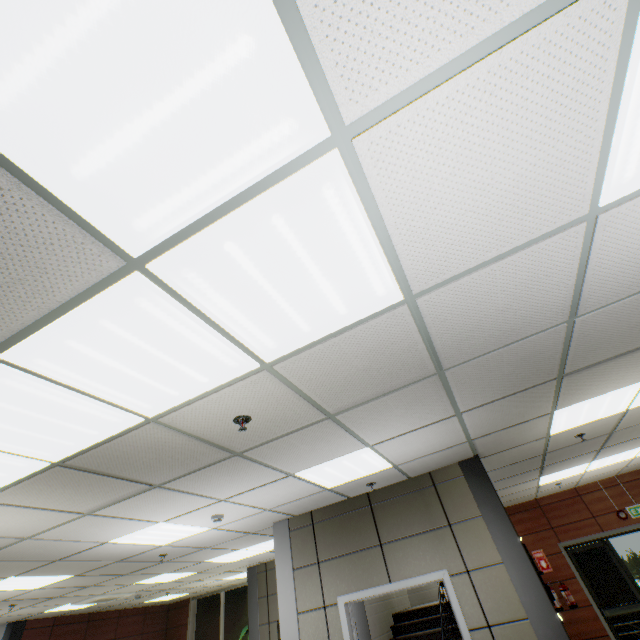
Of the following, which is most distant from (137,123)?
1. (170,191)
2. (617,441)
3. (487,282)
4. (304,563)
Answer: (617,441)

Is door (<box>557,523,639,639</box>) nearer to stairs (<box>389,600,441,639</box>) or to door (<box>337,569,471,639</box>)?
stairs (<box>389,600,441,639</box>)

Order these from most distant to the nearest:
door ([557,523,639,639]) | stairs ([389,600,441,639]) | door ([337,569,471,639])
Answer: door ([557,523,639,639]), stairs ([389,600,441,639]), door ([337,569,471,639])

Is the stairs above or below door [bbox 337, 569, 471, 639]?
below

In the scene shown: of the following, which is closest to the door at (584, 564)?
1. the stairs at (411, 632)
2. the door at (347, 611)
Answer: the stairs at (411, 632)

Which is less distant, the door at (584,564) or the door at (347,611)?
the door at (347,611)

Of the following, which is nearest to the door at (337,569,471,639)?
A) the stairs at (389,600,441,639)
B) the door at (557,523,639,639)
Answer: the stairs at (389,600,441,639)
